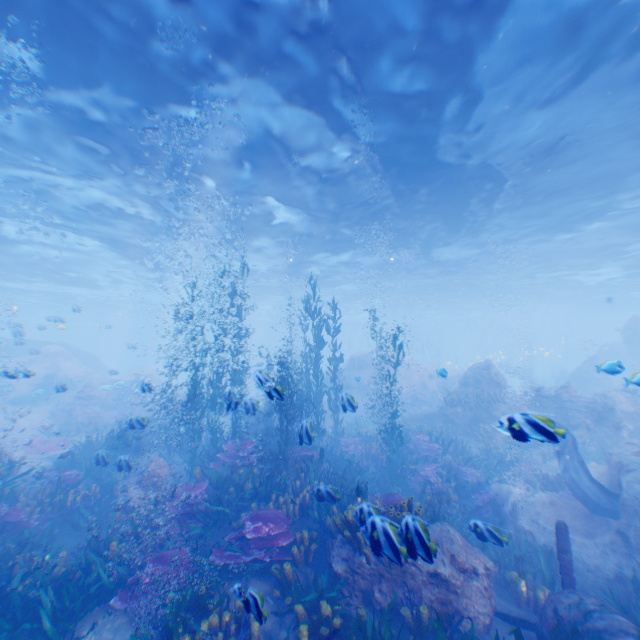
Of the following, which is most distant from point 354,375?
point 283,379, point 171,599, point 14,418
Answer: point 14,418

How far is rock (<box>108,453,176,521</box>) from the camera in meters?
9.2

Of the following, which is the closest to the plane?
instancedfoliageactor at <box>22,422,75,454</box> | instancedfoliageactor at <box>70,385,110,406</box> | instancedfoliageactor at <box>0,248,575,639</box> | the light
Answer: instancedfoliageactor at <box>0,248,575,639</box>

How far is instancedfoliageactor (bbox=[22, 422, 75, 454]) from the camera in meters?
15.5 m

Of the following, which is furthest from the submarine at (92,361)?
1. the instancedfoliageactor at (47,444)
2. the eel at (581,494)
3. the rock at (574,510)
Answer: the instancedfoliageactor at (47,444)

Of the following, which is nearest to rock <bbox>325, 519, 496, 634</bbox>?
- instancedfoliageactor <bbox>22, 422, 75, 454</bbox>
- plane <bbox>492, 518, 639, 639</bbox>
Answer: plane <bbox>492, 518, 639, 639</bbox>

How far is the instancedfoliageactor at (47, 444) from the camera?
15.5 meters
